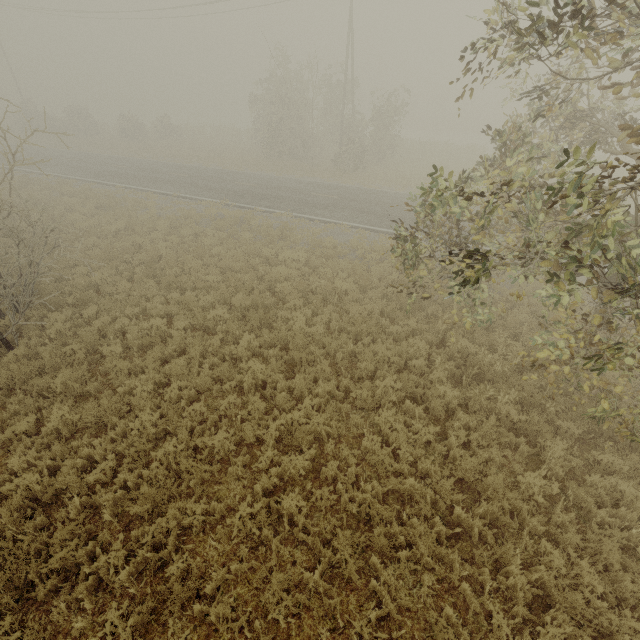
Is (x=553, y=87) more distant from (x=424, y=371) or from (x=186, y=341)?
(x=186, y=341)
